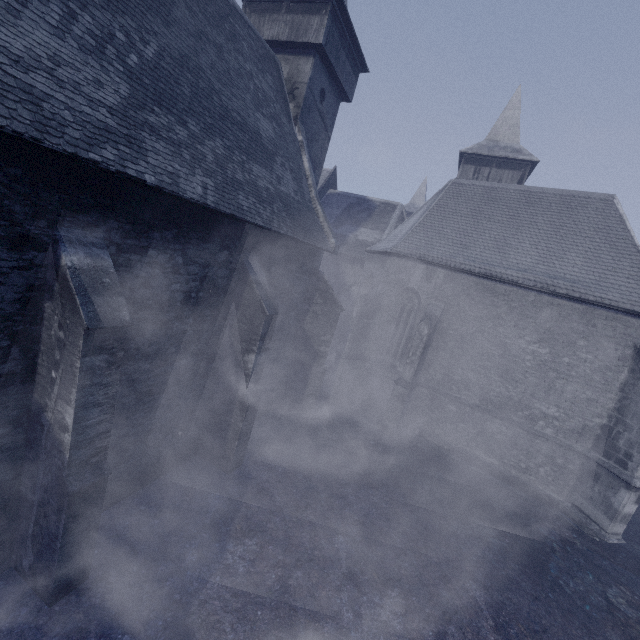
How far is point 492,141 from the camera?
20.42m
